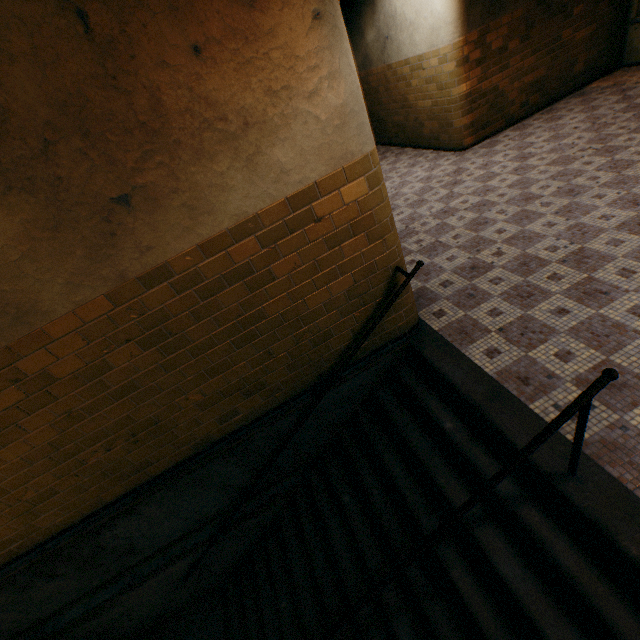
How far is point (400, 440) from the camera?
3.39m
